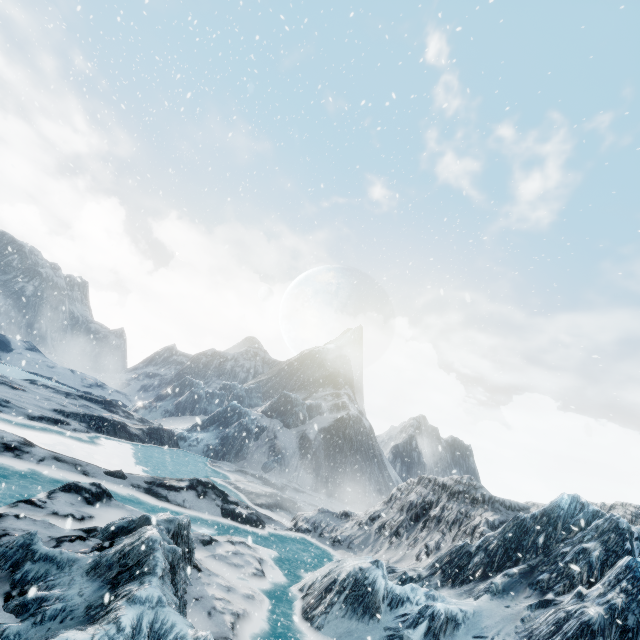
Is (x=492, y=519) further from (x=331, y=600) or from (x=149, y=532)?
(x=149, y=532)
